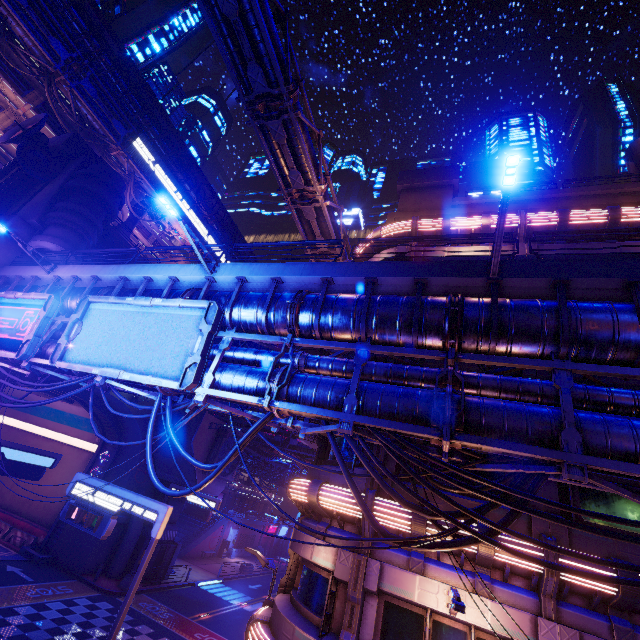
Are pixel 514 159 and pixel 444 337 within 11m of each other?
yes

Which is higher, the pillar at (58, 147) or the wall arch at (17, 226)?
the pillar at (58, 147)

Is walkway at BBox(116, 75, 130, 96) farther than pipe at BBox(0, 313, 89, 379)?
Yes

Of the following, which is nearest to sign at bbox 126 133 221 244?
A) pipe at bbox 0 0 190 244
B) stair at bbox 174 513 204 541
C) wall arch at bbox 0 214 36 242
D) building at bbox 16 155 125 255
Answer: pipe at bbox 0 0 190 244

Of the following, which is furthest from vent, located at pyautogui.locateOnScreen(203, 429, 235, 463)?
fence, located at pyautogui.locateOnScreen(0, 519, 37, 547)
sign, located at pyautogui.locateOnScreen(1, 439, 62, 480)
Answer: fence, located at pyautogui.locateOnScreen(0, 519, 37, 547)

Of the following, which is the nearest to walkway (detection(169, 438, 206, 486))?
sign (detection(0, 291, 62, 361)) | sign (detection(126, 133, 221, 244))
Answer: sign (detection(0, 291, 62, 361))

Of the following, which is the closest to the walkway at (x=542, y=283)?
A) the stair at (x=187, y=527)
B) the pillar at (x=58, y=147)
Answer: the pillar at (x=58, y=147)

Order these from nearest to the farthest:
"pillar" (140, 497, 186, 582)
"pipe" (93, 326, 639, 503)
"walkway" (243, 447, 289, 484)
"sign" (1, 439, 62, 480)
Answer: "pipe" (93, 326, 639, 503) → "sign" (1, 439, 62, 480) → "pillar" (140, 497, 186, 582) → "walkway" (243, 447, 289, 484)
